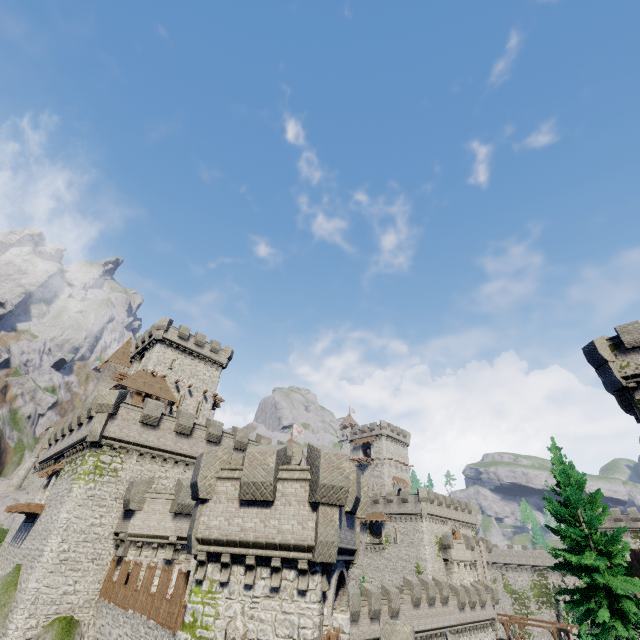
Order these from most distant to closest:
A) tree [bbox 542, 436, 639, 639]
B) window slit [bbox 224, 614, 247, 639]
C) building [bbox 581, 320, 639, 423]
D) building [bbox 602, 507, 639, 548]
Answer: building [bbox 602, 507, 639, 548]
building [bbox 581, 320, 639, 423]
tree [bbox 542, 436, 639, 639]
window slit [bbox 224, 614, 247, 639]

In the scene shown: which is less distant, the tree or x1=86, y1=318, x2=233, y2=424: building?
the tree

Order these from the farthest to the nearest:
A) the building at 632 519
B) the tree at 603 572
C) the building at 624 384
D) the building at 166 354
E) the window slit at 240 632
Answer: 1. the building at 632 519
2. the building at 166 354
3. the building at 624 384
4. the tree at 603 572
5. the window slit at 240 632

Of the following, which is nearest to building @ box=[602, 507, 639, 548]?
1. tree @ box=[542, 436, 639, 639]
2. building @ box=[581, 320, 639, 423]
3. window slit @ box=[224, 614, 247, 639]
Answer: building @ box=[581, 320, 639, 423]

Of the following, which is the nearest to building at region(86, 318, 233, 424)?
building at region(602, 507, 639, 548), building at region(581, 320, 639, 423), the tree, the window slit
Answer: the window slit

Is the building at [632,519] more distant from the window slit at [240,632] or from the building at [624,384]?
the window slit at [240,632]

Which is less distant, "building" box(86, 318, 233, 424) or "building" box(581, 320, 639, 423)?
"building" box(581, 320, 639, 423)

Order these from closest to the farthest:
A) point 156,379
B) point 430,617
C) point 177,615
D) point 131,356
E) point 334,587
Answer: point 334,587, point 177,615, point 430,617, point 156,379, point 131,356
